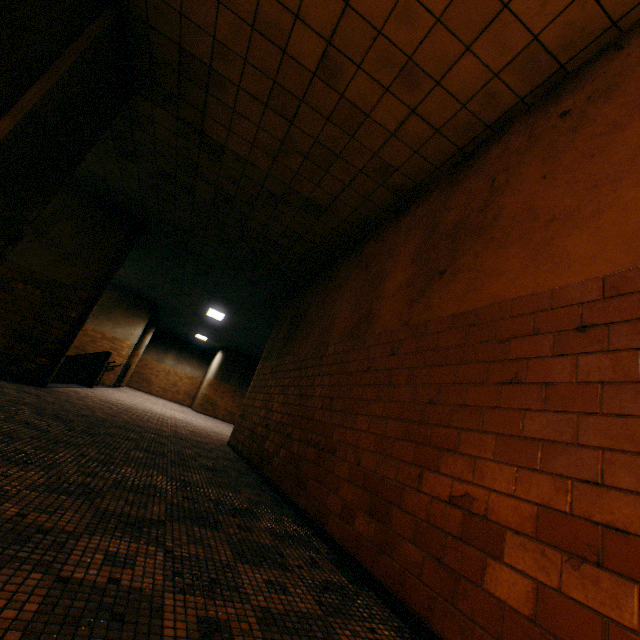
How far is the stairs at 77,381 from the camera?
9.52m

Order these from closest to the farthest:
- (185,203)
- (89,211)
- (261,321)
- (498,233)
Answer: (498,233), (185,203), (89,211), (261,321)

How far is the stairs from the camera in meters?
9.5 m
